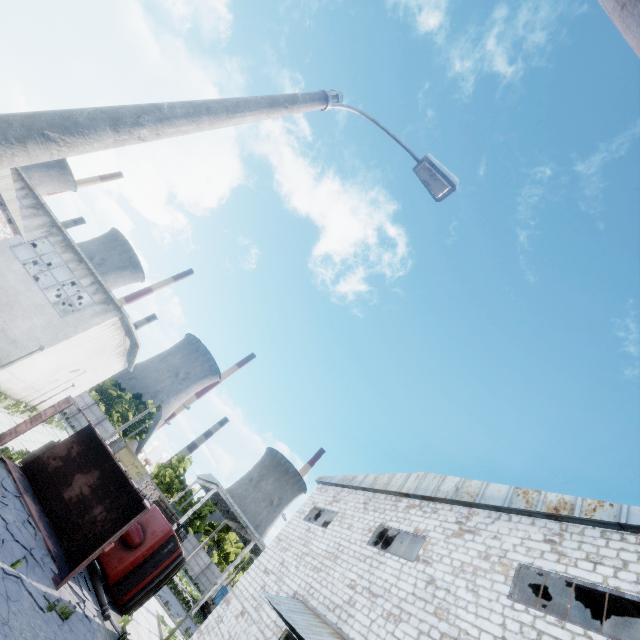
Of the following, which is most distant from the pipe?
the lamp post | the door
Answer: the door

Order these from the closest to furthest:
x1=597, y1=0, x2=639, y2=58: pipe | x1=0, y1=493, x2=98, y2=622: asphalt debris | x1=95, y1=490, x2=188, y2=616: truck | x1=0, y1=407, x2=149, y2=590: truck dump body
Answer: x1=597, y1=0, x2=639, y2=58: pipe
x1=0, y1=493, x2=98, y2=622: asphalt debris
x1=0, y1=407, x2=149, y2=590: truck dump body
x1=95, y1=490, x2=188, y2=616: truck

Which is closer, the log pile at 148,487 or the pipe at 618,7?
the pipe at 618,7

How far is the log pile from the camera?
32.5 meters

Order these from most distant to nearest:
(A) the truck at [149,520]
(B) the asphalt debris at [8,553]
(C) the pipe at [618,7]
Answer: (A) the truck at [149,520] < (B) the asphalt debris at [8,553] < (C) the pipe at [618,7]

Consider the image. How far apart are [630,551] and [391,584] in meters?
7.1 m

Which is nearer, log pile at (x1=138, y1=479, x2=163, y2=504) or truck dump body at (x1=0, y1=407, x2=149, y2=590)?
truck dump body at (x1=0, y1=407, x2=149, y2=590)

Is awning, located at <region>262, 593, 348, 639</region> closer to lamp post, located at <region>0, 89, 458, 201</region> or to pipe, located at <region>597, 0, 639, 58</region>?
pipe, located at <region>597, 0, 639, 58</region>
